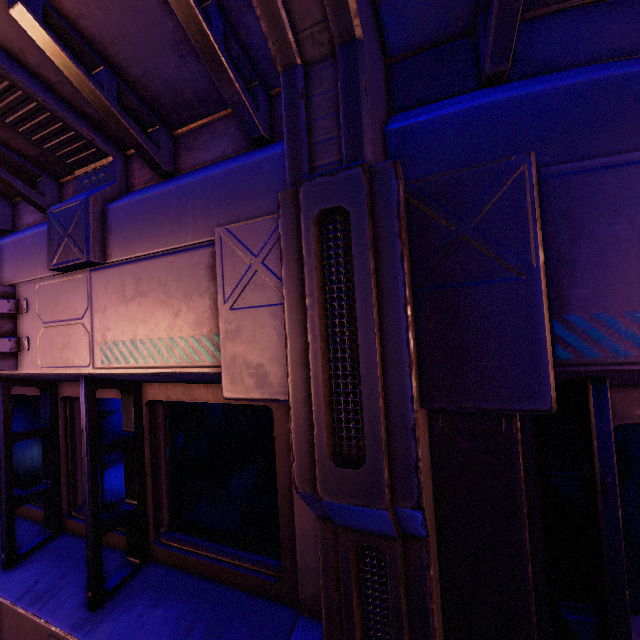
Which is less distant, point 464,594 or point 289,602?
point 464,594
